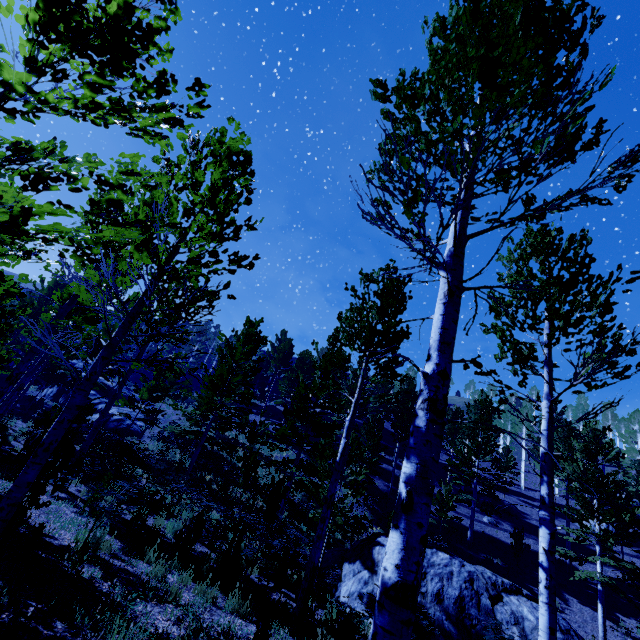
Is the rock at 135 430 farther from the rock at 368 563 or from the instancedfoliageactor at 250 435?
the rock at 368 563

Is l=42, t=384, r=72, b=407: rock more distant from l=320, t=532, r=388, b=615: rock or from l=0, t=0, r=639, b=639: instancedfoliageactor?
l=320, t=532, r=388, b=615: rock

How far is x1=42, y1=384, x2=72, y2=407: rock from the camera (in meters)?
28.88

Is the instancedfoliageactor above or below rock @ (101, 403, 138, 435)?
above

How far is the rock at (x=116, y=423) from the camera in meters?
24.5 m

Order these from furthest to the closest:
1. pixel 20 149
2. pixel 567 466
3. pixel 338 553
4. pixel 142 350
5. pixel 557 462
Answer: pixel 567 466
pixel 338 553
pixel 142 350
pixel 20 149
pixel 557 462

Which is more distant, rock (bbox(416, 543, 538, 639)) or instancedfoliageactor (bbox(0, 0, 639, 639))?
rock (bbox(416, 543, 538, 639))
